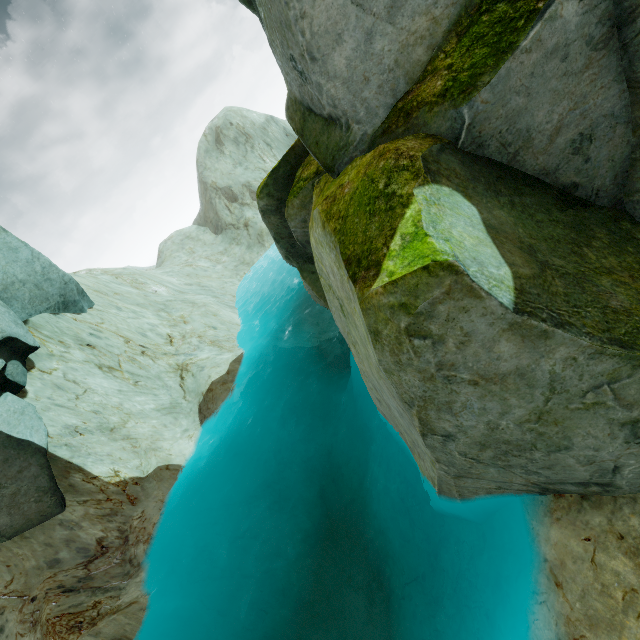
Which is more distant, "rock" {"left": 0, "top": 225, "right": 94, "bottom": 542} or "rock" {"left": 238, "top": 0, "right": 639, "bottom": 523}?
"rock" {"left": 0, "top": 225, "right": 94, "bottom": 542}

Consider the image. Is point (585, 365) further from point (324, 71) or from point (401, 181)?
point (324, 71)

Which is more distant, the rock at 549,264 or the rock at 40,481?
the rock at 40,481
